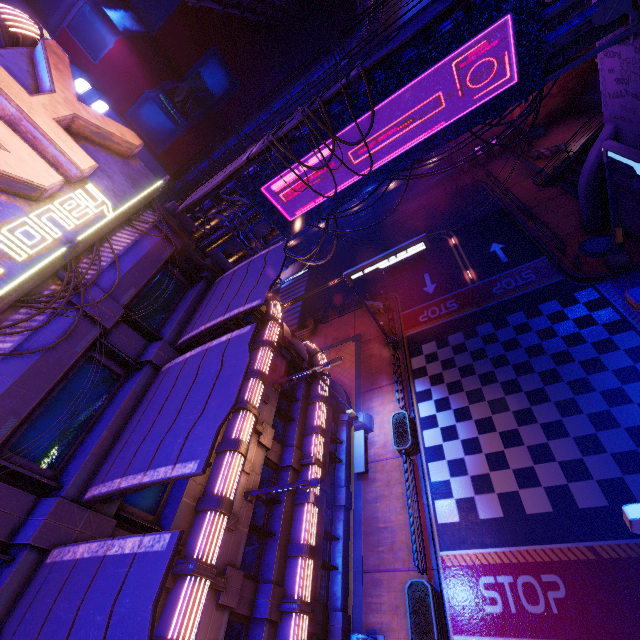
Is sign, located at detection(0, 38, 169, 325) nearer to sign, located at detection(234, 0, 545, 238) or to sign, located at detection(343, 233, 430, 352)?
sign, located at detection(234, 0, 545, 238)

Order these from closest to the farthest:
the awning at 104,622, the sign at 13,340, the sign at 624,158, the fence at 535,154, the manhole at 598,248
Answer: the awning at 104,622 < the sign at 13,340 < the sign at 624,158 < the manhole at 598,248 < the fence at 535,154

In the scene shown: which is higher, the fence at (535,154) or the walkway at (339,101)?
A: the walkway at (339,101)

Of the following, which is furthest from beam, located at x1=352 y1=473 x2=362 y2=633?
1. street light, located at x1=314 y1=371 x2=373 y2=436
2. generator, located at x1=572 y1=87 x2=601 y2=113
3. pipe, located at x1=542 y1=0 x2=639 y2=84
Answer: generator, located at x1=572 y1=87 x2=601 y2=113

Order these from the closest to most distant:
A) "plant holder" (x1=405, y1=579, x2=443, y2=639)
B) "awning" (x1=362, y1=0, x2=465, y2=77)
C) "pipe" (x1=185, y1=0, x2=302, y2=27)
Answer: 1. "awning" (x1=362, y1=0, x2=465, y2=77)
2. "plant holder" (x1=405, y1=579, x2=443, y2=639)
3. "pipe" (x1=185, y1=0, x2=302, y2=27)

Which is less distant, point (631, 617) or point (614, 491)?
point (631, 617)

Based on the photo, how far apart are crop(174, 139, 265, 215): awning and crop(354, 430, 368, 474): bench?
14.90m

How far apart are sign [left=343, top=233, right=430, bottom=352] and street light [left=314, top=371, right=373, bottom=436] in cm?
503
